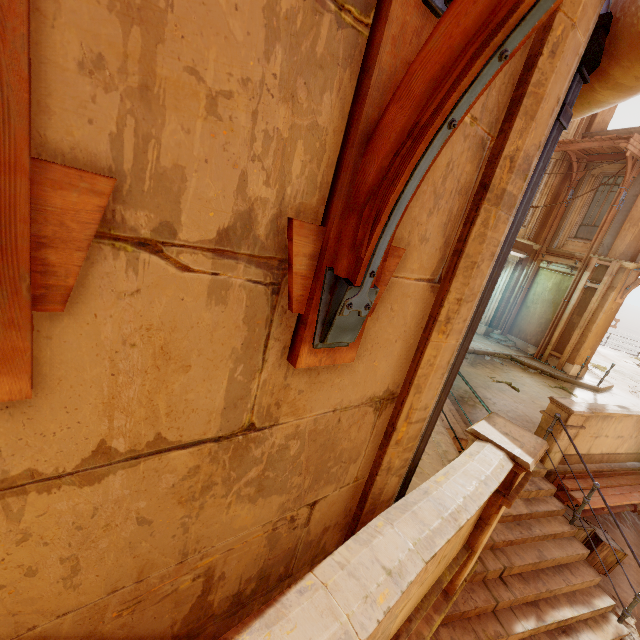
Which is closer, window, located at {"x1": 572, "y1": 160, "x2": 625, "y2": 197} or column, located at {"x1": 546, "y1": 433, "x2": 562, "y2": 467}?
column, located at {"x1": 546, "y1": 433, "x2": 562, "y2": 467}

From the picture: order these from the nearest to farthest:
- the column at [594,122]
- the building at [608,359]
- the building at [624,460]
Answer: the building at [624,460]
the column at [594,122]
the building at [608,359]

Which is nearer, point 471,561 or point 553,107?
point 553,107

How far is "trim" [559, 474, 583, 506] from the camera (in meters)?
6.50

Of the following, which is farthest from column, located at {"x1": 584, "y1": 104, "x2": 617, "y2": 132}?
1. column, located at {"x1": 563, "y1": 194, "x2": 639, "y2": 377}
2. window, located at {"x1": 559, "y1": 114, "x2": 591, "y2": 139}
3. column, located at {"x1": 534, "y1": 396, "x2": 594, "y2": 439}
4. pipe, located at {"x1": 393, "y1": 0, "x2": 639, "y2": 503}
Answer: column, located at {"x1": 534, "y1": 396, "x2": 594, "y2": 439}

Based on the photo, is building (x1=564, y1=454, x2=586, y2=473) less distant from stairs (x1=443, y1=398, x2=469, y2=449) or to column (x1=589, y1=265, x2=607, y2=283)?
stairs (x1=443, y1=398, x2=469, y2=449)

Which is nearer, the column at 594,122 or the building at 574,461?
the building at 574,461

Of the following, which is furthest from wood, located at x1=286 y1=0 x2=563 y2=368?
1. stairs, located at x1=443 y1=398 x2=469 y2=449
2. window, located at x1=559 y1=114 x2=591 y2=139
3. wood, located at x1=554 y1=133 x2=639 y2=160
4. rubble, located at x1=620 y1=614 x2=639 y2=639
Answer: wood, located at x1=554 y1=133 x2=639 y2=160
